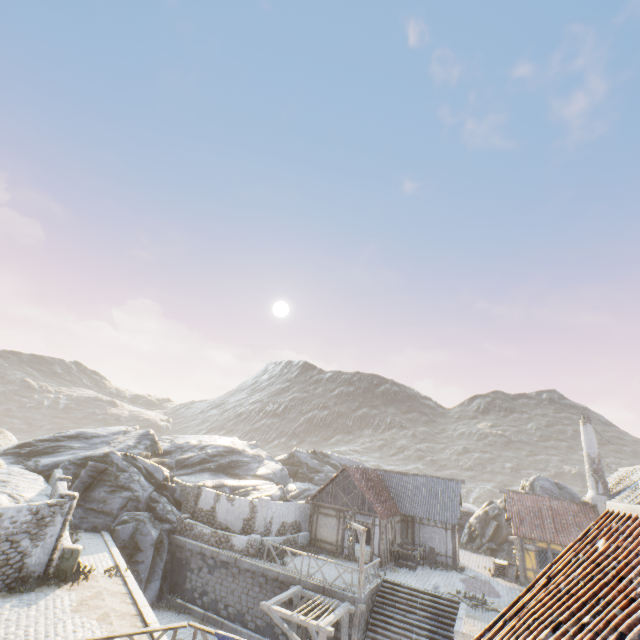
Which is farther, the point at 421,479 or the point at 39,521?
the point at 421,479

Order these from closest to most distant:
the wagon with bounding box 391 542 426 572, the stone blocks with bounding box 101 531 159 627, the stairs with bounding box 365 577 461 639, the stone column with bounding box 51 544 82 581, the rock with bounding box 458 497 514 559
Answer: the stone blocks with bounding box 101 531 159 627, the stone column with bounding box 51 544 82 581, the stairs with bounding box 365 577 461 639, the wagon with bounding box 391 542 426 572, the rock with bounding box 458 497 514 559

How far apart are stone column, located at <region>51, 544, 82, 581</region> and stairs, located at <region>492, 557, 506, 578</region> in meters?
26.3 m

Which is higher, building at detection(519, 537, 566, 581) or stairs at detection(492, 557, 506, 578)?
building at detection(519, 537, 566, 581)

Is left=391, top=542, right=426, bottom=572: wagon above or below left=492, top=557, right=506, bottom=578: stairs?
below

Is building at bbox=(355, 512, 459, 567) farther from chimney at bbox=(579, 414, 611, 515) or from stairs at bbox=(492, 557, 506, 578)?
chimney at bbox=(579, 414, 611, 515)

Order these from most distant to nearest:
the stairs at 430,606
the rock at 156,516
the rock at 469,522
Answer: the rock at 469,522
the rock at 156,516
the stairs at 430,606

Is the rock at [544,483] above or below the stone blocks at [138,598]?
above
